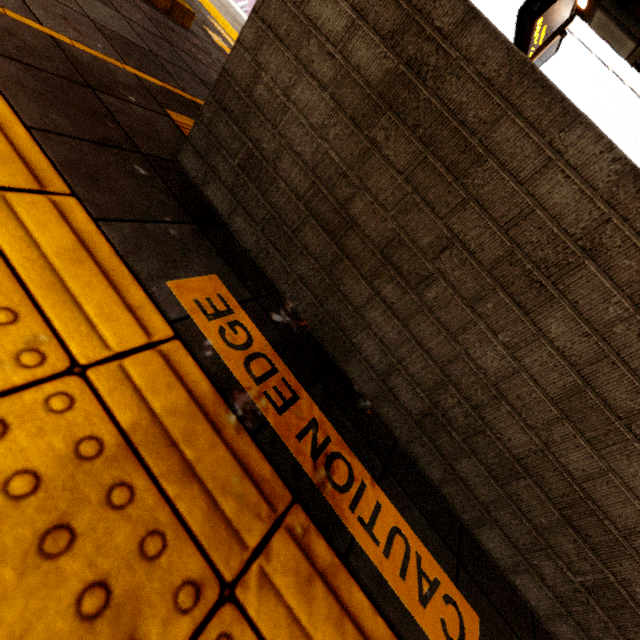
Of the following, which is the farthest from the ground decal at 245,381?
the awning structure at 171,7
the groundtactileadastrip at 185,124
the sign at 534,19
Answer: the sign at 534,19

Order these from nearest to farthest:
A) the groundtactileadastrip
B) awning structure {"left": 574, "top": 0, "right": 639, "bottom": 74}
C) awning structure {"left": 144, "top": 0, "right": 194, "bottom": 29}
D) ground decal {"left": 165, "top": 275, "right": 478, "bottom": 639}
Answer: ground decal {"left": 165, "top": 275, "right": 478, "bottom": 639} < the groundtactileadastrip < awning structure {"left": 144, "top": 0, "right": 194, "bottom": 29} < awning structure {"left": 574, "top": 0, "right": 639, "bottom": 74}

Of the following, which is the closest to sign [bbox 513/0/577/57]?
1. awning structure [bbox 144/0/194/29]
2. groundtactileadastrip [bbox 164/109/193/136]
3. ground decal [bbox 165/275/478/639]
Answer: awning structure [bbox 144/0/194/29]

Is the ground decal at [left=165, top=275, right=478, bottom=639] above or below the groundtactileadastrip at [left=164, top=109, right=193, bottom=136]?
below

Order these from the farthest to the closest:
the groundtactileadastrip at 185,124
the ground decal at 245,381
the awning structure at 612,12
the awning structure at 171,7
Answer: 1. the awning structure at 612,12
2. the awning structure at 171,7
3. the groundtactileadastrip at 185,124
4. the ground decal at 245,381

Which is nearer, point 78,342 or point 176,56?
point 78,342

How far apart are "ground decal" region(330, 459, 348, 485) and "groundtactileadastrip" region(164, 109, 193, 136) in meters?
0.6
